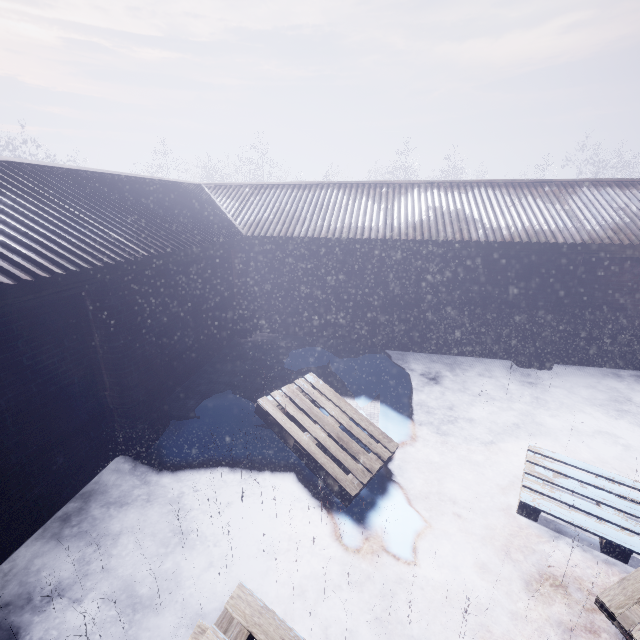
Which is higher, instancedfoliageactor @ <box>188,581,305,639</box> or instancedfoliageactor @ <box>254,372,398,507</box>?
instancedfoliageactor @ <box>188,581,305,639</box>

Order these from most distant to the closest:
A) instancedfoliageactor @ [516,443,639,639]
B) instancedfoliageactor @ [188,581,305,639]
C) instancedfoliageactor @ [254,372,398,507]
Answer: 1. instancedfoliageactor @ [254,372,398,507]
2. instancedfoliageactor @ [516,443,639,639]
3. instancedfoliageactor @ [188,581,305,639]

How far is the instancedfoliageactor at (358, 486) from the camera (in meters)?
3.33

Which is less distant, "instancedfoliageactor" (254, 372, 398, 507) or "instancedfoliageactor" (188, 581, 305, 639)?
"instancedfoliageactor" (188, 581, 305, 639)

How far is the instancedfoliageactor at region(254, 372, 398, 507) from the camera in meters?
3.3

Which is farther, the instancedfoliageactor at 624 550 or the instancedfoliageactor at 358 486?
the instancedfoliageactor at 358 486

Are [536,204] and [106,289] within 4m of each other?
no
